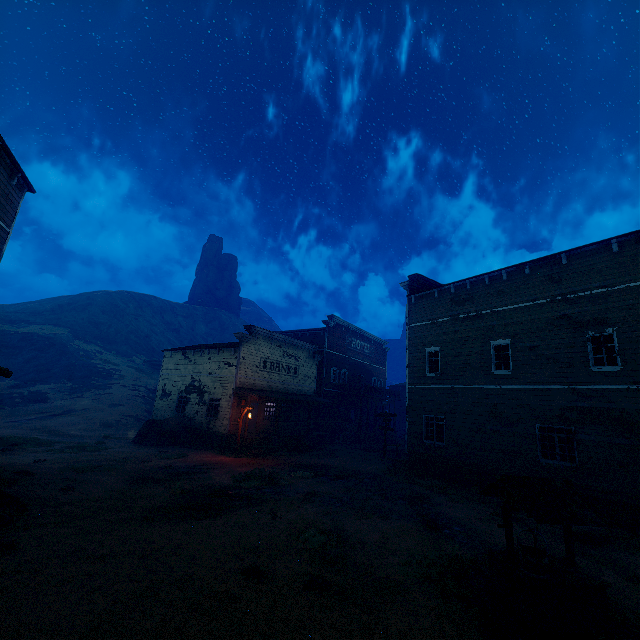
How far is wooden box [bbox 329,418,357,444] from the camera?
30.59m

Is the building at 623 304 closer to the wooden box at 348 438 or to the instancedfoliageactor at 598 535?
the wooden box at 348 438

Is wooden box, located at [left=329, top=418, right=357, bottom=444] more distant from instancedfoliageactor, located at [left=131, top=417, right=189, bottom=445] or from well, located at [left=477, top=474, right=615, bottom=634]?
well, located at [left=477, top=474, right=615, bottom=634]

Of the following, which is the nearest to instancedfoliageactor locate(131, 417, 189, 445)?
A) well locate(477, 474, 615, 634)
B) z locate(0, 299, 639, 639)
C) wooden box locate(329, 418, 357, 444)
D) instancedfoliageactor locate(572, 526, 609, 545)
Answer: z locate(0, 299, 639, 639)

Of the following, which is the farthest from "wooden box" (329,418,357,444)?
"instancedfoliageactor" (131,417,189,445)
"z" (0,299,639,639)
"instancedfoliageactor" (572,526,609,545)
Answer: "instancedfoliageactor" (572,526,609,545)

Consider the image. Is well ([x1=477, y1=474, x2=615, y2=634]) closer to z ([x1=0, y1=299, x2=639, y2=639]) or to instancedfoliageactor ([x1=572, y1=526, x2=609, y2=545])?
z ([x1=0, y1=299, x2=639, y2=639])

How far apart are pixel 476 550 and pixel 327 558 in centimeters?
435cm

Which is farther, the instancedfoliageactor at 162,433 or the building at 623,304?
the instancedfoliageactor at 162,433
